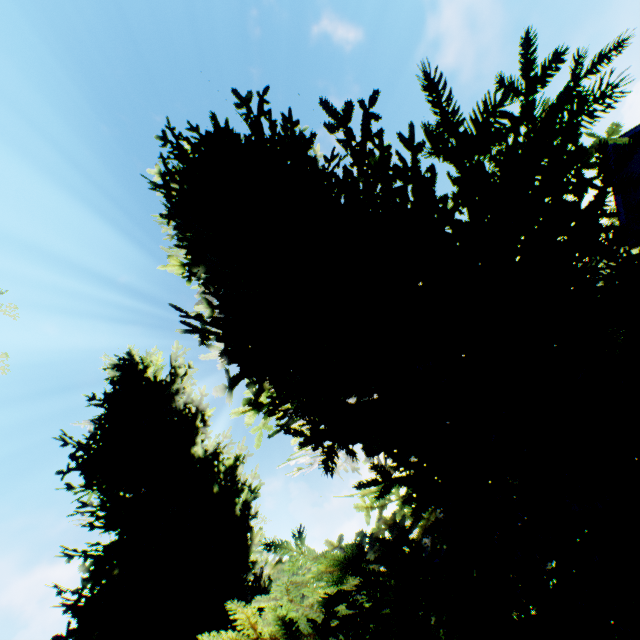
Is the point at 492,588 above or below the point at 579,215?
below
